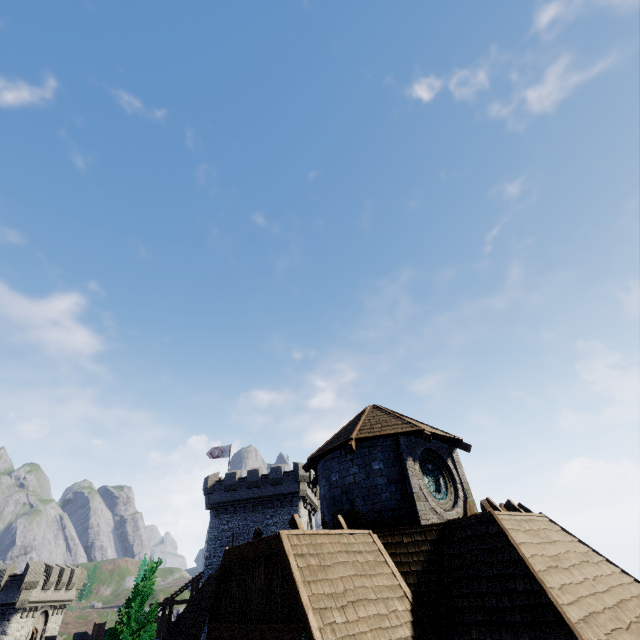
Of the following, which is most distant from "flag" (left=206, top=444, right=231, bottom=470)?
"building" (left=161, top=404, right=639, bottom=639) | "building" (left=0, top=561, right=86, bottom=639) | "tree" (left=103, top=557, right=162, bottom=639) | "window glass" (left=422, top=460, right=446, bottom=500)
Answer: "window glass" (left=422, top=460, right=446, bottom=500)

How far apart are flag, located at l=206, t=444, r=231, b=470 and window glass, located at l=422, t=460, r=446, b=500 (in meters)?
32.25

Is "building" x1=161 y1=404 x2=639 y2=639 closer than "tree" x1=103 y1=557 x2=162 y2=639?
Yes

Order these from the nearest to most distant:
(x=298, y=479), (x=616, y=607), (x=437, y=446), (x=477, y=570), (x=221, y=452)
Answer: (x=616, y=607) → (x=477, y=570) → (x=437, y=446) → (x=298, y=479) → (x=221, y=452)

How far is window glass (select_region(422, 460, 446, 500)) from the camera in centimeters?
1096cm

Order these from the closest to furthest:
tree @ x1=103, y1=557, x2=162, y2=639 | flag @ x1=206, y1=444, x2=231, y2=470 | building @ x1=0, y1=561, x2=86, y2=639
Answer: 1. tree @ x1=103, y1=557, x2=162, y2=639
2. building @ x1=0, y1=561, x2=86, y2=639
3. flag @ x1=206, y1=444, x2=231, y2=470

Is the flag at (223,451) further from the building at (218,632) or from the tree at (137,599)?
the tree at (137,599)

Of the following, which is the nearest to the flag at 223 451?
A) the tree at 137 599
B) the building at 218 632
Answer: the building at 218 632
